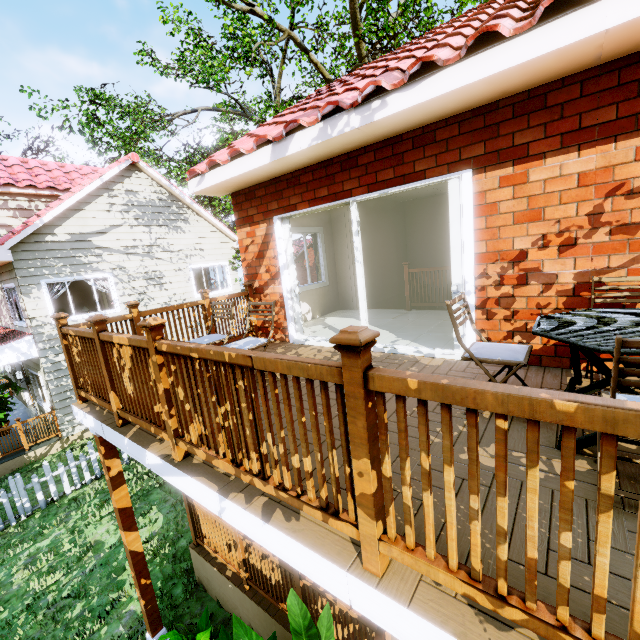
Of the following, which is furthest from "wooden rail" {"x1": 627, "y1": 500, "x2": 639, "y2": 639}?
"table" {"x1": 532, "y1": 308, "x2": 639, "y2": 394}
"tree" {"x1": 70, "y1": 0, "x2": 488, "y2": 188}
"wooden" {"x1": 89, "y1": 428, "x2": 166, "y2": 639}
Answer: "tree" {"x1": 70, "y1": 0, "x2": 488, "y2": 188}

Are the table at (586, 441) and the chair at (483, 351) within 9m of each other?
yes

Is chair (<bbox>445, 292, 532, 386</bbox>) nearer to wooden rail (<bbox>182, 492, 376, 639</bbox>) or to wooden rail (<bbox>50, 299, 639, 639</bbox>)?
wooden rail (<bbox>50, 299, 639, 639</bbox>)

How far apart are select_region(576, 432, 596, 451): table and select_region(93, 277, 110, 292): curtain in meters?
12.8

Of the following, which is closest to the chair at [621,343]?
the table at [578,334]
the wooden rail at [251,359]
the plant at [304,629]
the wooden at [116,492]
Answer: the table at [578,334]

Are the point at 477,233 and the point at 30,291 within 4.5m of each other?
no

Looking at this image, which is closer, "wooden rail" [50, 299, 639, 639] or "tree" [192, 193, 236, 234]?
"wooden rail" [50, 299, 639, 639]
